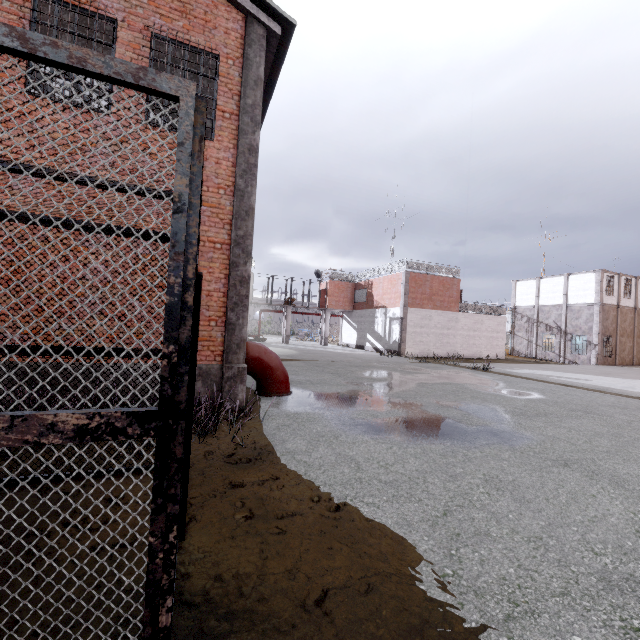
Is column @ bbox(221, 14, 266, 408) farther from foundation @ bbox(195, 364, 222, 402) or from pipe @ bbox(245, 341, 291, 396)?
pipe @ bbox(245, 341, 291, 396)

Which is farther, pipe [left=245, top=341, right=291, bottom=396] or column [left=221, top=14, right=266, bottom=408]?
pipe [left=245, top=341, right=291, bottom=396]

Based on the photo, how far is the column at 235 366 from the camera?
7.2 meters

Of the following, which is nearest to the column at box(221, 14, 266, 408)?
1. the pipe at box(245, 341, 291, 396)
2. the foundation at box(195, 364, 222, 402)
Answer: the foundation at box(195, 364, 222, 402)

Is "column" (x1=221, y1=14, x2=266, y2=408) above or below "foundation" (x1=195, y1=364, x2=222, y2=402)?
A: above

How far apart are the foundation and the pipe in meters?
1.1 m

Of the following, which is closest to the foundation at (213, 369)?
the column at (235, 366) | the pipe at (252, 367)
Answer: the column at (235, 366)

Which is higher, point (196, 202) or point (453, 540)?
point (196, 202)
